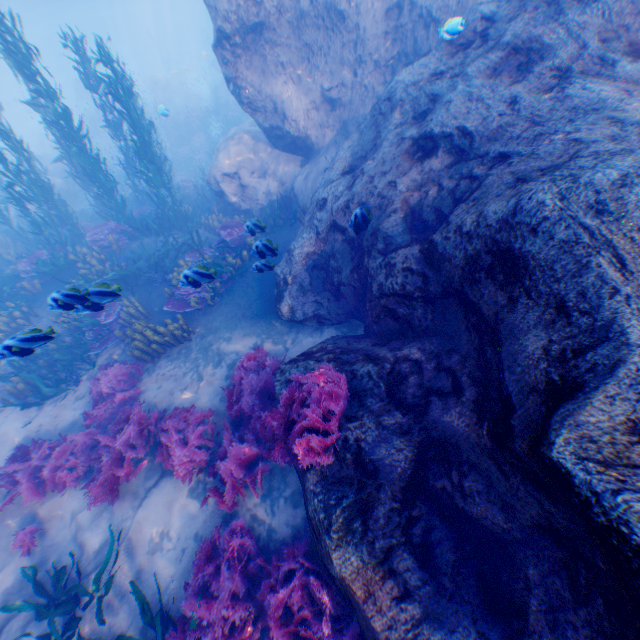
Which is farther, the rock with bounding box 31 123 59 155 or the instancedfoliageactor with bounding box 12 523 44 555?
the rock with bounding box 31 123 59 155

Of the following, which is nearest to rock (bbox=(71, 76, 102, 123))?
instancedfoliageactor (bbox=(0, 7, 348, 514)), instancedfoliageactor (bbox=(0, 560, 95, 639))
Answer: instancedfoliageactor (bbox=(0, 7, 348, 514))

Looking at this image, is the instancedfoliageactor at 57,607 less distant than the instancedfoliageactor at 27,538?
Yes

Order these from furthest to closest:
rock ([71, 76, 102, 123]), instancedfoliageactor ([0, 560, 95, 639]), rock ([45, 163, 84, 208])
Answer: rock ([71, 76, 102, 123])
rock ([45, 163, 84, 208])
instancedfoliageactor ([0, 560, 95, 639])

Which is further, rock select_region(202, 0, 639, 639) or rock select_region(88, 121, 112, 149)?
rock select_region(88, 121, 112, 149)

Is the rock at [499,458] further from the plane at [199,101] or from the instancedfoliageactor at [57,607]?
the instancedfoliageactor at [57,607]

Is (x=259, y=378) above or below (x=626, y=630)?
below
